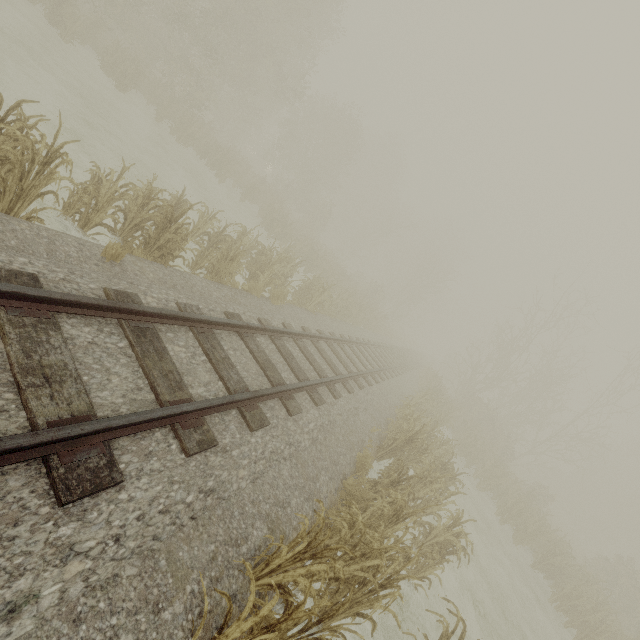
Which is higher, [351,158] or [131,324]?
[351,158]
